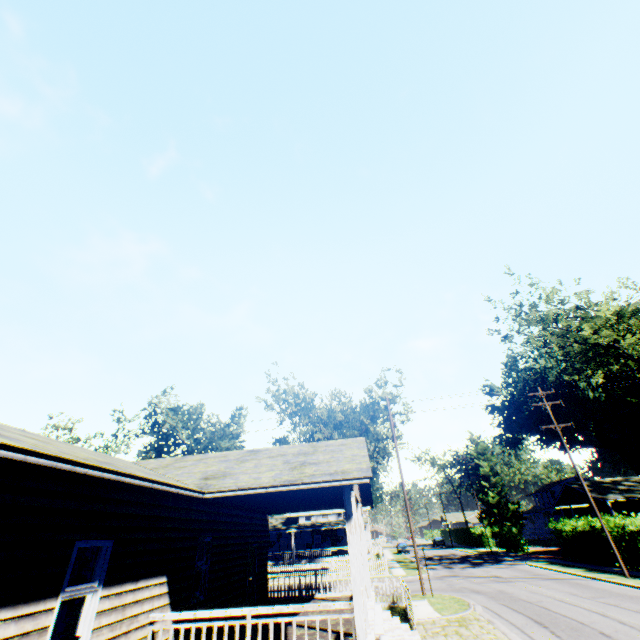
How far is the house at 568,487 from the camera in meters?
36.5 m

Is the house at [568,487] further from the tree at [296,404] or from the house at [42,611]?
the house at [42,611]

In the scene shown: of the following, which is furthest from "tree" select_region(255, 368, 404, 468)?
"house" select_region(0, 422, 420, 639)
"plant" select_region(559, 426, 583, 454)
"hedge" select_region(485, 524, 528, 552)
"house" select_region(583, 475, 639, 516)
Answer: "plant" select_region(559, 426, 583, 454)

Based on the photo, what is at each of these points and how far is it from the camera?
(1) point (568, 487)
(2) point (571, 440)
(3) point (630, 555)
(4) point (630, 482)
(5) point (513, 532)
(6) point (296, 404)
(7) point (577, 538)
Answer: (1) house, 38.6 meters
(2) plant, 58.2 meters
(3) hedge, 21.6 meters
(4) house, 35.9 meters
(5) hedge, 41.6 meters
(6) tree, 38.5 meters
(7) hedge, 26.8 meters

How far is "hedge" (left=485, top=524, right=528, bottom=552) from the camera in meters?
39.7

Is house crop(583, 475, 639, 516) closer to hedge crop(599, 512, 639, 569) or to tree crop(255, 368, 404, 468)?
hedge crop(599, 512, 639, 569)

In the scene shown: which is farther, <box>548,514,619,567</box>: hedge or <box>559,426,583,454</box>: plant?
<box>559,426,583,454</box>: plant

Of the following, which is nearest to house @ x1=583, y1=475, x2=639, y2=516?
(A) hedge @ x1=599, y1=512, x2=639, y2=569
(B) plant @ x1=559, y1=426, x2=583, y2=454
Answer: (A) hedge @ x1=599, y1=512, x2=639, y2=569
